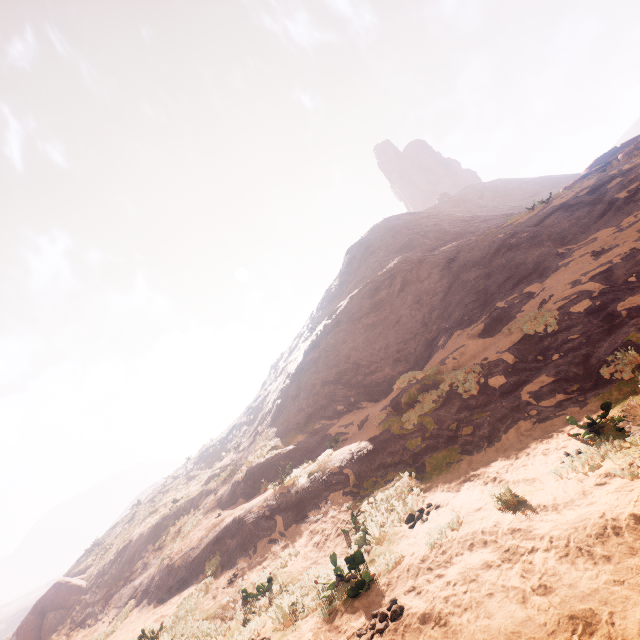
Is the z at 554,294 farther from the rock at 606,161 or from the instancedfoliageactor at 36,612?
the rock at 606,161

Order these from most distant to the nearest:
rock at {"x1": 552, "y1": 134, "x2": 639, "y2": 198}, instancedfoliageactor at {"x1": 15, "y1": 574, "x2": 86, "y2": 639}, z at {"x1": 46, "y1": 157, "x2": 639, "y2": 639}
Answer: instancedfoliageactor at {"x1": 15, "y1": 574, "x2": 86, "y2": 639} < rock at {"x1": 552, "y1": 134, "x2": 639, "y2": 198} < z at {"x1": 46, "y1": 157, "x2": 639, "y2": 639}

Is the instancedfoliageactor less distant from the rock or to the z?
the z

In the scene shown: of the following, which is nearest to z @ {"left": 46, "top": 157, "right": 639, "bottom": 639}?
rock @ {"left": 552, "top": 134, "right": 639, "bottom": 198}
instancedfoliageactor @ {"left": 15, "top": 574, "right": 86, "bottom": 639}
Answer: instancedfoliageactor @ {"left": 15, "top": 574, "right": 86, "bottom": 639}

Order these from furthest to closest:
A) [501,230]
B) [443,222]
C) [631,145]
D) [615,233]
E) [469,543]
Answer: [443,222], [631,145], [501,230], [615,233], [469,543]

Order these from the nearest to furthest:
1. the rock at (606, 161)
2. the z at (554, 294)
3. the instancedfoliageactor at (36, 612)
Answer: the z at (554, 294), the rock at (606, 161), the instancedfoliageactor at (36, 612)
